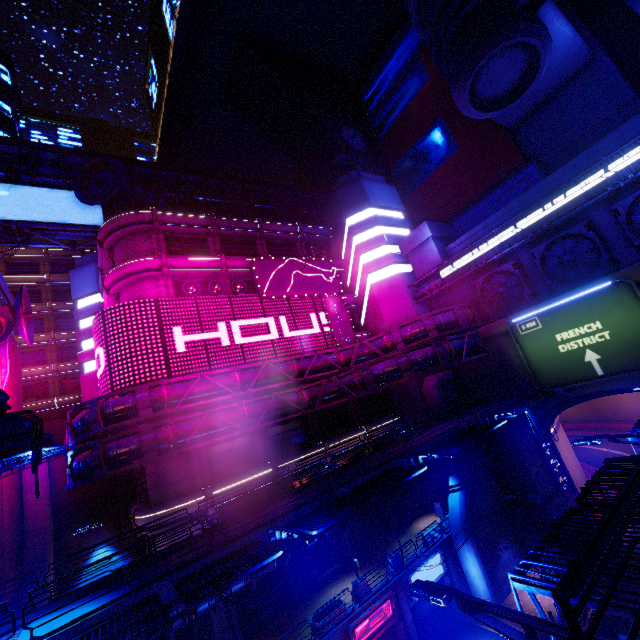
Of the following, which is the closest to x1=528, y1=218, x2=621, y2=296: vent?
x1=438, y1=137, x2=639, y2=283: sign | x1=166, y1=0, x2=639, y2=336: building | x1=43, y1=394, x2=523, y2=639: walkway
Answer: Answer: x1=438, y1=137, x2=639, y2=283: sign

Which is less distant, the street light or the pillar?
the street light

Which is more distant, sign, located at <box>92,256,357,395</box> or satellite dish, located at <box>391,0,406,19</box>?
satellite dish, located at <box>391,0,406,19</box>

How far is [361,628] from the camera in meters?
18.6 m

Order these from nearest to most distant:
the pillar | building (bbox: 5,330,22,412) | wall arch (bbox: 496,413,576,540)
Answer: wall arch (bbox: 496,413,576,540), building (bbox: 5,330,22,412), the pillar

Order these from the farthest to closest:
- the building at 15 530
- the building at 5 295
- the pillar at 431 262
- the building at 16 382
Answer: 1. the pillar at 431 262
2. the building at 5 295
3. the building at 16 382
4. the building at 15 530

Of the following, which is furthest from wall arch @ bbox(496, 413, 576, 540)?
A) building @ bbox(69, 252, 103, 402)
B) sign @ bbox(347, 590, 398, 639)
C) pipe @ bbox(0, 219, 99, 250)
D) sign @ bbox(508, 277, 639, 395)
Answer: building @ bbox(69, 252, 103, 402)

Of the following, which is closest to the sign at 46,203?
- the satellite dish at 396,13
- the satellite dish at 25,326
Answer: the satellite dish at 25,326
